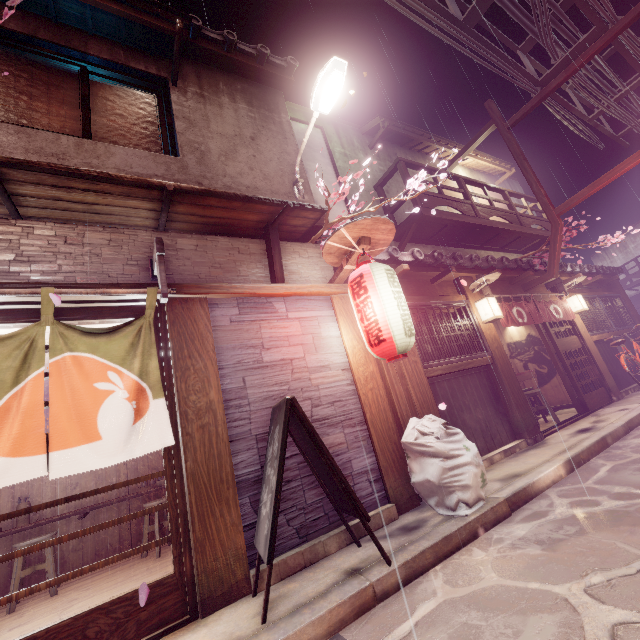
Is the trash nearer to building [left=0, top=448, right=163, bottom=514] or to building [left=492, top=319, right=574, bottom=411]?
building [left=492, top=319, right=574, bottom=411]

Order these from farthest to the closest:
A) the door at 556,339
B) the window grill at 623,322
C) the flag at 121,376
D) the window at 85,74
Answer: the window grill at 623,322 → the door at 556,339 → the window at 85,74 → the flag at 121,376

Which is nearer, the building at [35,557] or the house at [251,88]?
the house at [251,88]

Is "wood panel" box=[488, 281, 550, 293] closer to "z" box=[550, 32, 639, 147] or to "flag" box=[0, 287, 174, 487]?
"z" box=[550, 32, 639, 147]

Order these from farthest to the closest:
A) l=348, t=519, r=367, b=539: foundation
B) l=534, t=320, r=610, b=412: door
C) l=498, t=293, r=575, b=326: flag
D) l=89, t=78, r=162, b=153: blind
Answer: l=534, t=320, r=610, b=412: door, l=498, t=293, r=575, b=326: flag, l=89, t=78, r=162, b=153: blind, l=348, t=519, r=367, b=539: foundation

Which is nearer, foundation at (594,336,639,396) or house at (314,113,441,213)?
house at (314,113,441,213)

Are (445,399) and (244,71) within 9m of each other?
no

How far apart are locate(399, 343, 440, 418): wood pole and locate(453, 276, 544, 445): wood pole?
3.4 meters
